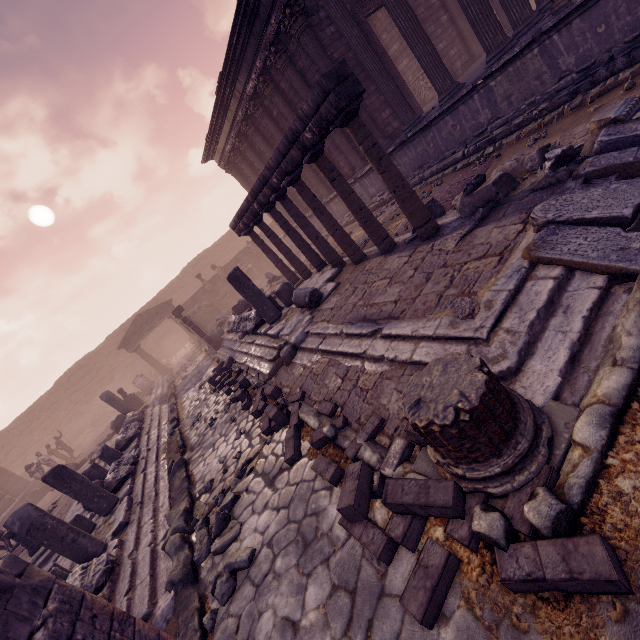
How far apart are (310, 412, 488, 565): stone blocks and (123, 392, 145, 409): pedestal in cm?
1677

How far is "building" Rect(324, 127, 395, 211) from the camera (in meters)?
11.84

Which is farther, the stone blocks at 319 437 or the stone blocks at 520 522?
the stone blocks at 319 437

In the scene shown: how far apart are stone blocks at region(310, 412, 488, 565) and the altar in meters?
21.4 m

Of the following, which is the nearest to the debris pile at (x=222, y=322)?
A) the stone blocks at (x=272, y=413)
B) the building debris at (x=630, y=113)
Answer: the stone blocks at (x=272, y=413)

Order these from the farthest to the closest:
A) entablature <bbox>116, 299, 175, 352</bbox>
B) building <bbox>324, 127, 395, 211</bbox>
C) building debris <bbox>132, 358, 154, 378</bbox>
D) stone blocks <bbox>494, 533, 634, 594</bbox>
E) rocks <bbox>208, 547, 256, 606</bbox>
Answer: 1. building debris <bbox>132, 358, 154, 378</bbox>
2. entablature <bbox>116, 299, 175, 352</bbox>
3. building <bbox>324, 127, 395, 211</bbox>
4. rocks <bbox>208, 547, 256, 606</bbox>
5. stone blocks <bbox>494, 533, 634, 594</bbox>

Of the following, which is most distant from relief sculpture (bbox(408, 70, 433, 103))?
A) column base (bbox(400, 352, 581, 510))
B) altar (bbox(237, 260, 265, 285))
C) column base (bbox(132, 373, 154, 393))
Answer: column base (bbox(132, 373, 154, 393))

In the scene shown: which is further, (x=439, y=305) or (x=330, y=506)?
(x=439, y=305)
